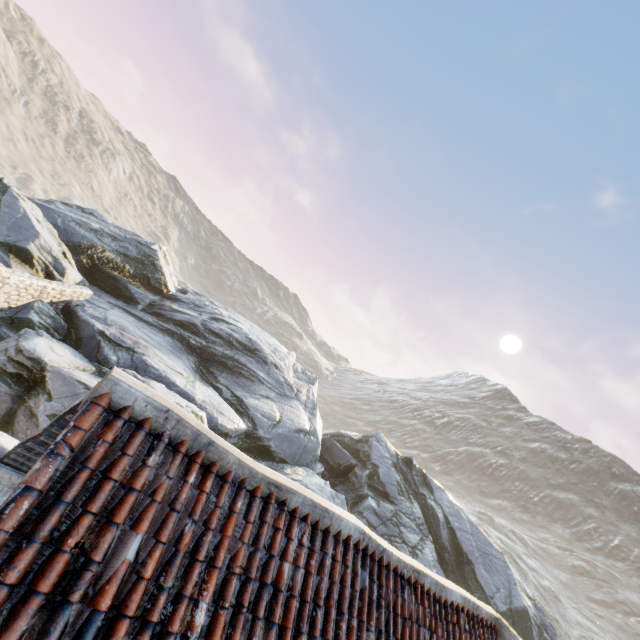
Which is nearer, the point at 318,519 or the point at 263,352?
the point at 318,519
